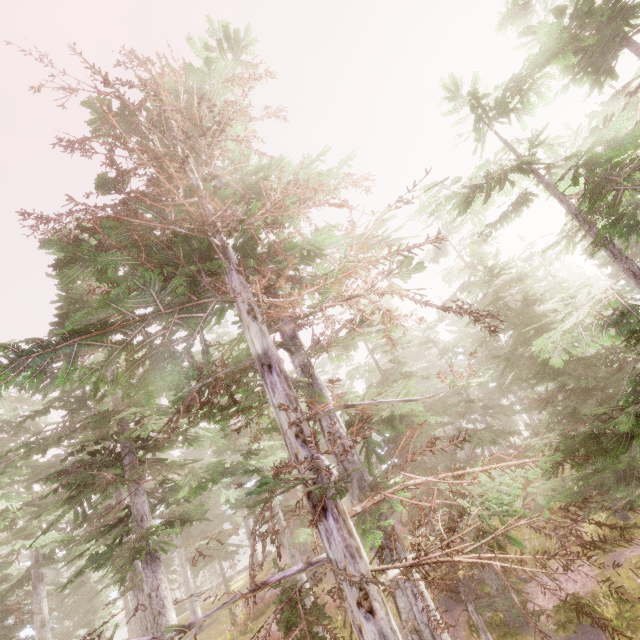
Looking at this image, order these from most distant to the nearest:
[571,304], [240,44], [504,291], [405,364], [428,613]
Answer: [571,304]
[405,364]
[504,291]
[240,44]
[428,613]
